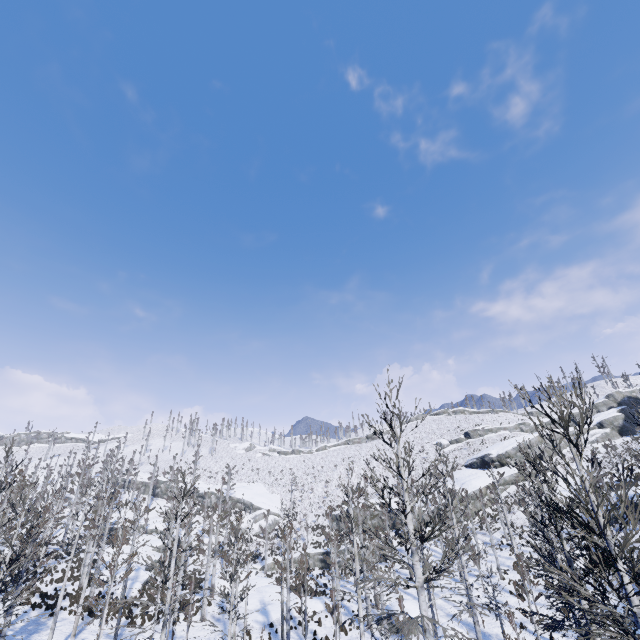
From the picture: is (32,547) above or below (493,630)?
above

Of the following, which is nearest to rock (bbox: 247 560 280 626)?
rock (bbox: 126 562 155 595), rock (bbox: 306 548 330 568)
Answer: rock (bbox: 126 562 155 595)

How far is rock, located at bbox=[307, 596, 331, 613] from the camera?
27.8 meters

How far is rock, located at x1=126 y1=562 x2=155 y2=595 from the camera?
30.2 meters

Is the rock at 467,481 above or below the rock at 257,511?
above

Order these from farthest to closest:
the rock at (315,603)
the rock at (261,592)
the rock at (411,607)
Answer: the rock at (315,603), the rock at (261,592), the rock at (411,607)

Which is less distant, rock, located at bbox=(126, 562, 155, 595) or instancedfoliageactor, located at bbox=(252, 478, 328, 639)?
instancedfoliageactor, located at bbox=(252, 478, 328, 639)

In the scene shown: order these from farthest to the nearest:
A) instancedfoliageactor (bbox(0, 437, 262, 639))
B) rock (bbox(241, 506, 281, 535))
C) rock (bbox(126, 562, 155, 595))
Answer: rock (bbox(241, 506, 281, 535)) < rock (bbox(126, 562, 155, 595)) < instancedfoliageactor (bbox(0, 437, 262, 639))
